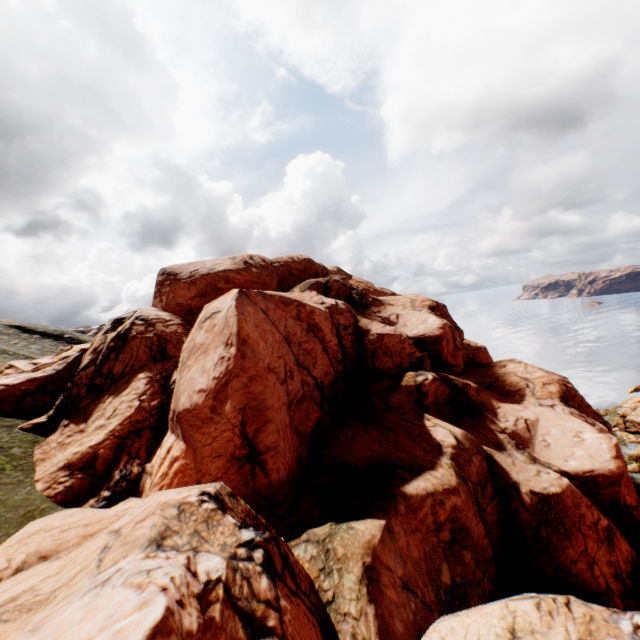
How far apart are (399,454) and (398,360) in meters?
11.2 m
